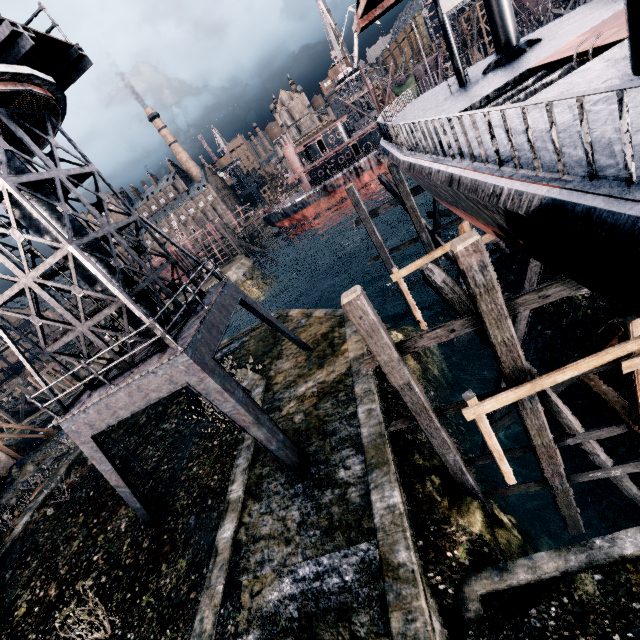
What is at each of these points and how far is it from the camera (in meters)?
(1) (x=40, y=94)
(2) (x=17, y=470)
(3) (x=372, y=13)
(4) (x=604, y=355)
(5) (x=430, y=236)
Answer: (1) crane, 9.38
(2) stone debris, 23.73
(3) loading platform, 9.34
(4) wooden support structure, 7.30
(5) wooden scaffolding, 20.14

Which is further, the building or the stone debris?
the building

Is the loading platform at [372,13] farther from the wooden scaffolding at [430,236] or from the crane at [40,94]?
the crane at [40,94]

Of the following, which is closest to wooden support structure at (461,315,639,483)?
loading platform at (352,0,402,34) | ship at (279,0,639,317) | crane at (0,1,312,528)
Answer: ship at (279,0,639,317)

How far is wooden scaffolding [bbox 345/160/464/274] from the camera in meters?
18.5 m

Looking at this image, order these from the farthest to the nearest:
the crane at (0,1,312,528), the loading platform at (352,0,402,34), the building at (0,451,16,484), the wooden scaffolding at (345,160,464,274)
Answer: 1. the building at (0,451,16,484)
2. the wooden scaffolding at (345,160,464,274)
3. the crane at (0,1,312,528)
4. the loading platform at (352,0,402,34)

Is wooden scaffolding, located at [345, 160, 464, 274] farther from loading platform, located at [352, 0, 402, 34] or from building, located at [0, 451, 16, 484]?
building, located at [0, 451, 16, 484]

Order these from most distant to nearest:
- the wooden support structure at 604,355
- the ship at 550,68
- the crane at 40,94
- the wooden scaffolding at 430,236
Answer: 1. the wooden scaffolding at 430,236
2. the crane at 40,94
3. the wooden support structure at 604,355
4. the ship at 550,68
